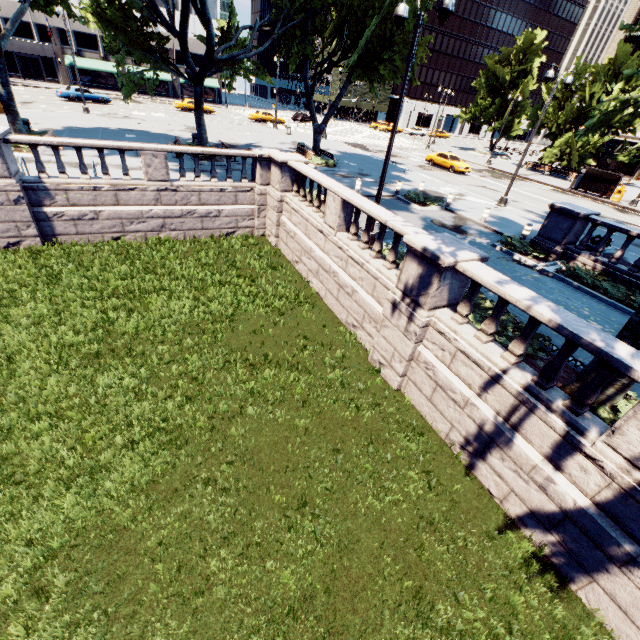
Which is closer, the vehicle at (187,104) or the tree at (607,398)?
the tree at (607,398)

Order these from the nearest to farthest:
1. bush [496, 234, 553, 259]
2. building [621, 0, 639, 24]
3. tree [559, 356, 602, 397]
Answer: tree [559, 356, 602, 397] < bush [496, 234, 553, 259] < building [621, 0, 639, 24]

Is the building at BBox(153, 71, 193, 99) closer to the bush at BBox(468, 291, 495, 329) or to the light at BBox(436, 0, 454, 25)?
the light at BBox(436, 0, 454, 25)

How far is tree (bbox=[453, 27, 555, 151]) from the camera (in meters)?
41.09

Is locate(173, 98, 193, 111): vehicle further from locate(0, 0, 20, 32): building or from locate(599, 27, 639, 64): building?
locate(599, 27, 639, 64): building

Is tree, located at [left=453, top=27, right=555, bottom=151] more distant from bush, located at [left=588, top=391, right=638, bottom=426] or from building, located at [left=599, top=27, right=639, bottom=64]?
building, located at [left=599, top=27, right=639, bottom=64]

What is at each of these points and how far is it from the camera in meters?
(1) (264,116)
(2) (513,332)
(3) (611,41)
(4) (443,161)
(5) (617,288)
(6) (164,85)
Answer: (1) vehicle, 45.1
(2) bush, 8.8
(3) building, 50.2
(4) vehicle, 32.4
(5) bush, 12.0
(6) building, 56.4

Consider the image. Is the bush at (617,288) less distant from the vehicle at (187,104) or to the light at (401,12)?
the light at (401,12)
